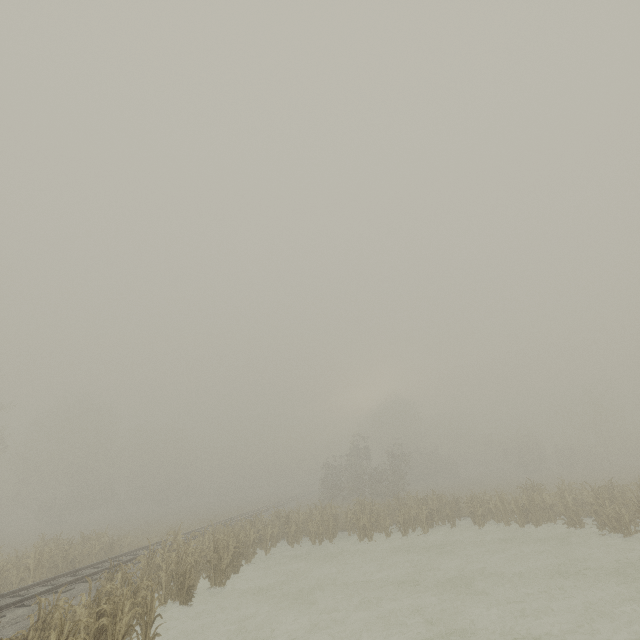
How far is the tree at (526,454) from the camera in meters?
47.7

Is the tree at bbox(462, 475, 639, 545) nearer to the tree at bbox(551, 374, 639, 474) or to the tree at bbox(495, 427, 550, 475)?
the tree at bbox(551, 374, 639, 474)

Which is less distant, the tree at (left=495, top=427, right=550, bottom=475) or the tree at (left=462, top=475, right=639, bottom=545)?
the tree at (left=462, top=475, right=639, bottom=545)

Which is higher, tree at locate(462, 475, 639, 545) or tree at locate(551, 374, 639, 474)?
tree at locate(551, 374, 639, 474)

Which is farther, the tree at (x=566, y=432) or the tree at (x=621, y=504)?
the tree at (x=566, y=432)

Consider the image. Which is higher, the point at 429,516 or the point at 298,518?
the point at 298,518

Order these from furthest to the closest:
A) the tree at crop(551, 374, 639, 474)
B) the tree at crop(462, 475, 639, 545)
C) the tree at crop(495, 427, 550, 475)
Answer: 1. the tree at crop(495, 427, 550, 475)
2. the tree at crop(551, 374, 639, 474)
3. the tree at crop(462, 475, 639, 545)
